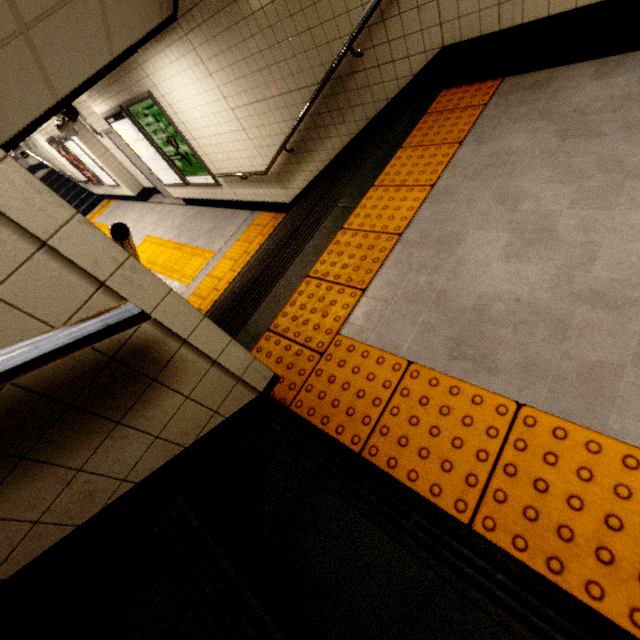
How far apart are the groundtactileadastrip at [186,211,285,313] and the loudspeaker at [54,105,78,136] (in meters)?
2.81

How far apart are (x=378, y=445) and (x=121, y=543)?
1.0 meters

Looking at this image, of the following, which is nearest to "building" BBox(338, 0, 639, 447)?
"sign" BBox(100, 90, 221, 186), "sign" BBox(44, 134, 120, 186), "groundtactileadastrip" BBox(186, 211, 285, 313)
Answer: "groundtactileadastrip" BBox(186, 211, 285, 313)

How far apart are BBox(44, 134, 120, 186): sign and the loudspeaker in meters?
5.7 m

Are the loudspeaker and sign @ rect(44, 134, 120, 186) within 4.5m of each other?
no

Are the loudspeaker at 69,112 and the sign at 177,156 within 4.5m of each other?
yes

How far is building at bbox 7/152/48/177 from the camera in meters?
14.5

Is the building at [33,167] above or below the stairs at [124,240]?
below
